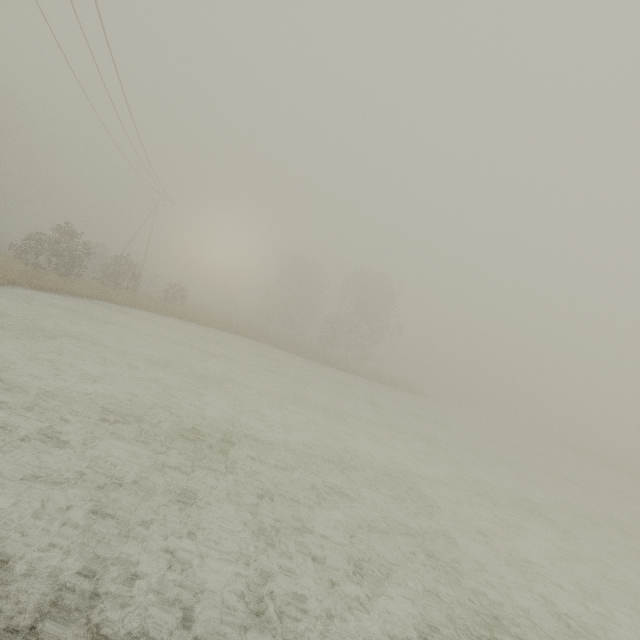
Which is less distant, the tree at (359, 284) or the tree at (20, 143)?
the tree at (20, 143)

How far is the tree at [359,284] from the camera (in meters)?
43.84

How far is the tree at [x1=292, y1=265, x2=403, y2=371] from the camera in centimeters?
4384cm

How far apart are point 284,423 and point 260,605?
6.8m

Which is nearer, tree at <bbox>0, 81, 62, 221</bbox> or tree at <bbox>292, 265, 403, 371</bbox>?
tree at <bbox>0, 81, 62, 221</bbox>
